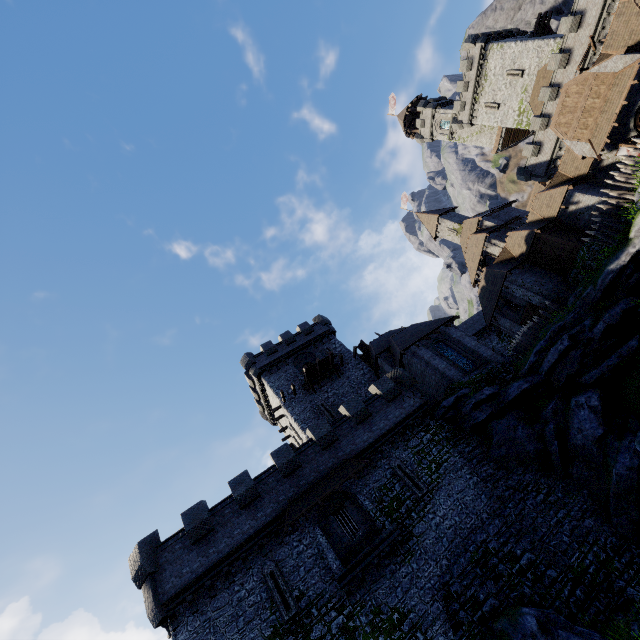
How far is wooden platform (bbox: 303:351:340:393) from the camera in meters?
31.9

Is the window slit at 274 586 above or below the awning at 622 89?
below

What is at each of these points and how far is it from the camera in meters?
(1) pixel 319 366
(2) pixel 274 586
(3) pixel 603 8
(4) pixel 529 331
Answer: (1) wooden platform, 32.2 m
(2) window slit, 16.5 m
(3) building tower, 31.4 m
(4) wooden spike, 25.4 m

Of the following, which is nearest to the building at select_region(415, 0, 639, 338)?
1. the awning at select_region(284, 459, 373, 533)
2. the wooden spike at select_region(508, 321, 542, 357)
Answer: the wooden spike at select_region(508, 321, 542, 357)

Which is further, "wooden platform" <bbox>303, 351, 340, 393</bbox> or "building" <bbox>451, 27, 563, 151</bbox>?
"building" <bbox>451, 27, 563, 151</bbox>

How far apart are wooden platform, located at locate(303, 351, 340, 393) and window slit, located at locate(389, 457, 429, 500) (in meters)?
12.27

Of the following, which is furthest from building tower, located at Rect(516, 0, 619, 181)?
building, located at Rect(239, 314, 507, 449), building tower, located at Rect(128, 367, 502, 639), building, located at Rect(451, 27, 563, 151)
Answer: building tower, located at Rect(128, 367, 502, 639)

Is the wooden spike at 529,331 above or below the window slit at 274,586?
above
